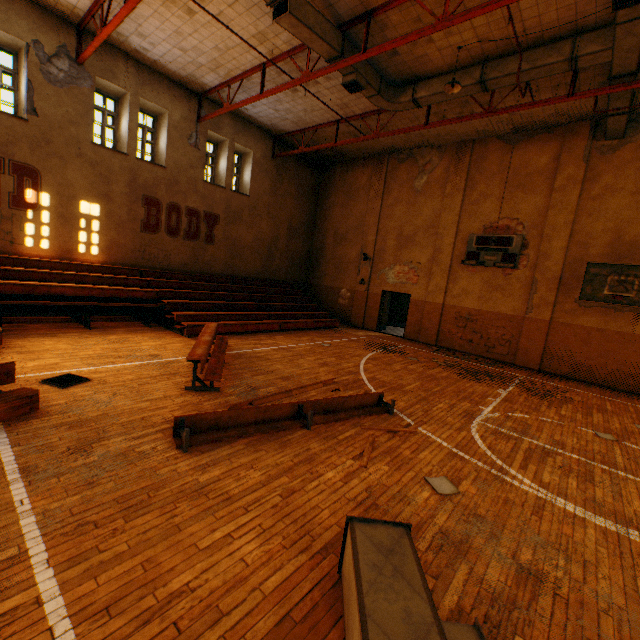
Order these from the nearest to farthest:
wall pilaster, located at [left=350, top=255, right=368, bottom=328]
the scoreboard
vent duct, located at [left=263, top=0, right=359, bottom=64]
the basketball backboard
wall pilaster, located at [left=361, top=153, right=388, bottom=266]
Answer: vent duct, located at [left=263, top=0, right=359, bottom=64]
the basketball backboard
the scoreboard
wall pilaster, located at [left=361, top=153, right=388, bottom=266]
wall pilaster, located at [left=350, top=255, right=368, bottom=328]

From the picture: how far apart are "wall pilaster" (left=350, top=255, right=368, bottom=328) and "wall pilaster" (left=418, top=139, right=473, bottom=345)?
3.12m

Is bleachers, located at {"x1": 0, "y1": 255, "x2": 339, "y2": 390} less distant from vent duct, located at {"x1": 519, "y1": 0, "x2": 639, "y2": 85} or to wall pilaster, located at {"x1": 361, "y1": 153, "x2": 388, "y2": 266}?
wall pilaster, located at {"x1": 361, "y1": 153, "x2": 388, "y2": 266}

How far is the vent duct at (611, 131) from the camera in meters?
9.3

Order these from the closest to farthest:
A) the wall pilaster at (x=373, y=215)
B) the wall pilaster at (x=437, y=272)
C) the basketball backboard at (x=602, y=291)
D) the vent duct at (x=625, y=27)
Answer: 1. the vent duct at (x=625, y=27)
2. the basketball backboard at (x=602, y=291)
3. the wall pilaster at (x=437, y=272)
4. the wall pilaster at (x=373, y=215)

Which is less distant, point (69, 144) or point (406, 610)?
point (406, 610)

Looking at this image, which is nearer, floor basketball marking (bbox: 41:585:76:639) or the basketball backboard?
floor basketball marking (bbox: 41:585:76:639)

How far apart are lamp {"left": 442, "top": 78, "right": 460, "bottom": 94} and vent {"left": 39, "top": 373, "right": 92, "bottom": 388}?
11.03m
